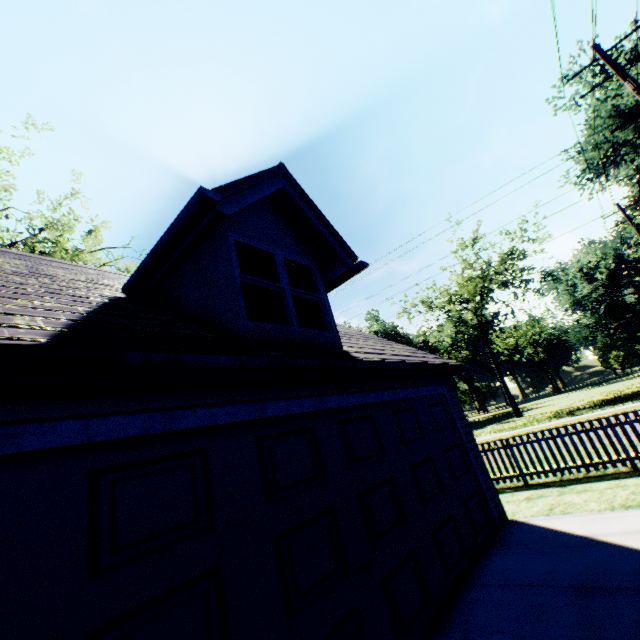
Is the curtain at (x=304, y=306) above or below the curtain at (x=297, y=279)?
below

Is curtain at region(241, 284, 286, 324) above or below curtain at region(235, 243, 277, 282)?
below

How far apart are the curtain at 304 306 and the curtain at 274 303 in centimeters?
22cm

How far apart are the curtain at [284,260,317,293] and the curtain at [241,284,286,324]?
0.3m

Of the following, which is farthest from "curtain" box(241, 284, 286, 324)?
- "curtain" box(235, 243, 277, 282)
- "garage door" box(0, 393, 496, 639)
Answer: "garage door" box(0, 393, 496, 639)

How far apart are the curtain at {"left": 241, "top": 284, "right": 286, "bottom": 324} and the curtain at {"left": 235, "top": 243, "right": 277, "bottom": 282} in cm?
11

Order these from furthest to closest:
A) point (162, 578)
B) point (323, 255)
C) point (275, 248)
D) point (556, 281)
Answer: point (556, 281)
point (323, 255)
point (275, 248)
point (162, 578)

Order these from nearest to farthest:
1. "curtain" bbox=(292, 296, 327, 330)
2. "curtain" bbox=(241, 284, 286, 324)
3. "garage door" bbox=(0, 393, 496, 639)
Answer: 1. "garage door" bbox=(0, 393, 496, 639)
2. "curtain" bbox=(241, 284, 286, 324)
3. "curtain" bbox=(292, 296, 327, 330)
